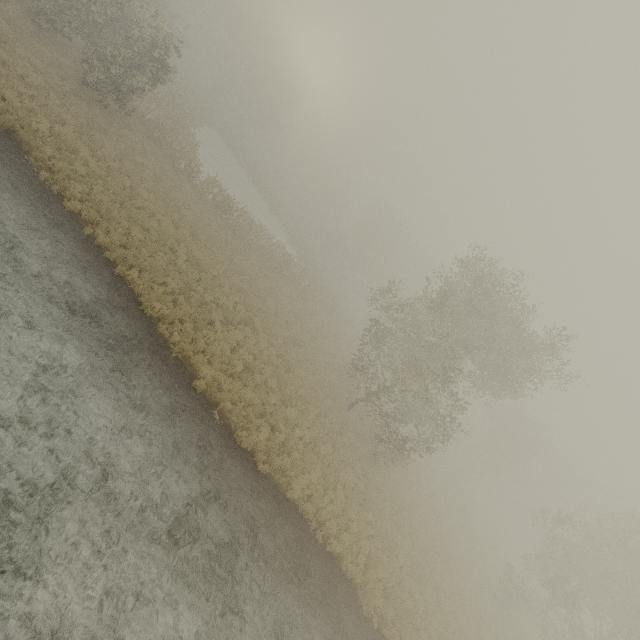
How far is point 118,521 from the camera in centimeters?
743cm
